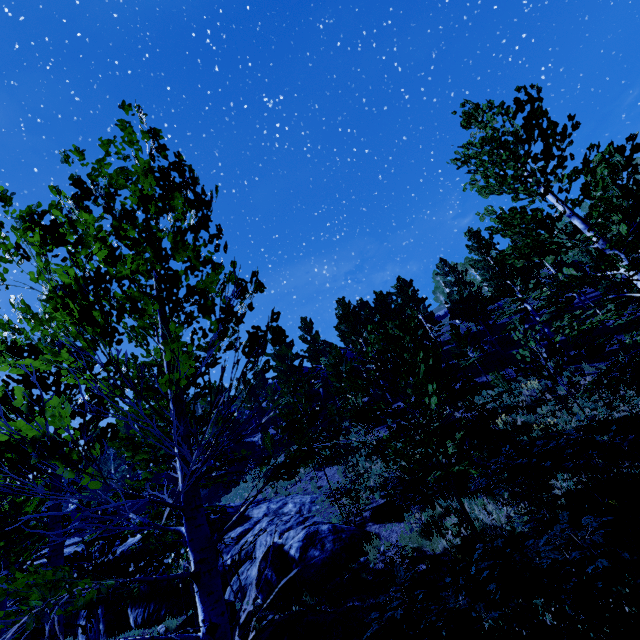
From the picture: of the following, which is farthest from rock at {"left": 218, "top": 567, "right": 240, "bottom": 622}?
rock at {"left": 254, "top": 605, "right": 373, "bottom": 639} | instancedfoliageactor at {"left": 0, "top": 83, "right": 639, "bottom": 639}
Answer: rock at {"left": 254, "top": 605, "right": 373, "bottom": 639}

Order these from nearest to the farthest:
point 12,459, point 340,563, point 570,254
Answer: point 12,459 < point 340,563 < point 570,254

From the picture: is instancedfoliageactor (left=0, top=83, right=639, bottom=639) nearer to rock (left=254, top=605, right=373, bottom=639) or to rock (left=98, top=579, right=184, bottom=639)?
rock (left=98, top=579, right=184, bottom=639)

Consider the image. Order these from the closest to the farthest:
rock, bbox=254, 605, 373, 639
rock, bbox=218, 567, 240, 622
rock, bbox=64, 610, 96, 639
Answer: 1. rock, bbox=254, 605, 373, 639
2. rock, bbox=218, 567, 240, 622
3. rock, bbox=64, 610, 96, 639

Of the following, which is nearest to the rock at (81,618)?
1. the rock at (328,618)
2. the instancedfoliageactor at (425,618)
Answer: the instancedfoliageactor at (425,618)
